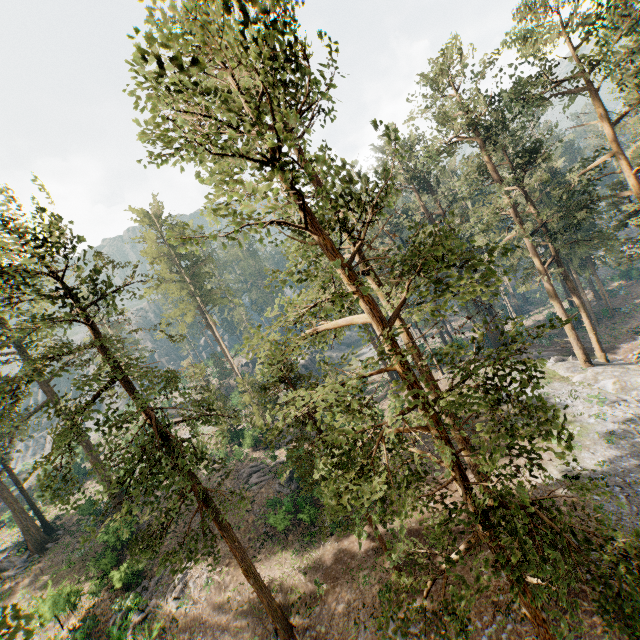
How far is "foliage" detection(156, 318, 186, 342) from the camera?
19.2 meters

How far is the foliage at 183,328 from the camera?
19.2 meters

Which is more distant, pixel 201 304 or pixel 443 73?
pixel 201 304

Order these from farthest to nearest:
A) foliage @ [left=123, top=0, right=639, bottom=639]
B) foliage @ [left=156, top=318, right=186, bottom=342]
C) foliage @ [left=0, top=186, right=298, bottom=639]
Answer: foliage @ [left=156, top=318, right=186, bottom=342] → foliage @ [left=0, top=186, right=298, bottom=639] → foliage @ [left=123, top=0, right=639, bottom=639]

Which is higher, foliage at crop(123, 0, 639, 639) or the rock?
foliage at crop(123, 0, 639, 639)

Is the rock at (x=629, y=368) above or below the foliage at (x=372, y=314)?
below

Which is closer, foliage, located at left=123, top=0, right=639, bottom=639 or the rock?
foliage, located at left=123, top=0, right=639, bottom=639
